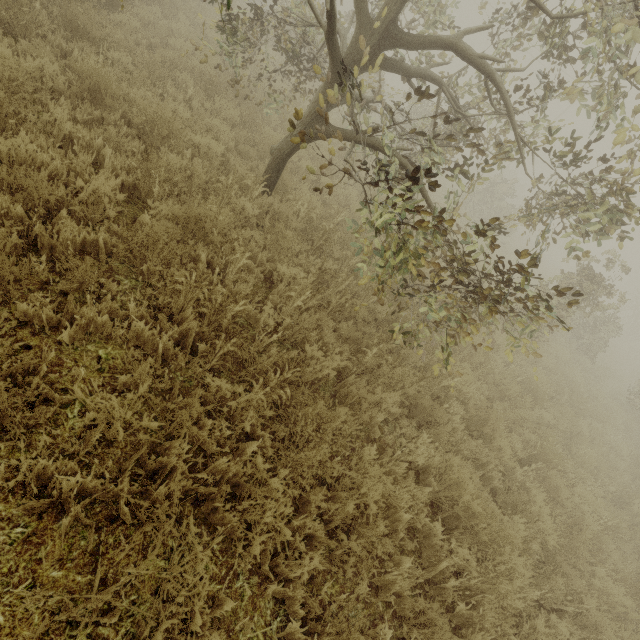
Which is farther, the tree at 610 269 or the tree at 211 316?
the tree at 610 269

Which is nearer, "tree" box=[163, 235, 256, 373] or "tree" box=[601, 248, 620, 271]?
"tree" box=[163, 235, 256, 373]

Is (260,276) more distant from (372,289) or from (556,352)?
(556,352)

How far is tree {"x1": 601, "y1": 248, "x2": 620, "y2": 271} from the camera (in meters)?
8.16

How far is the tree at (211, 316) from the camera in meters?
3.1
